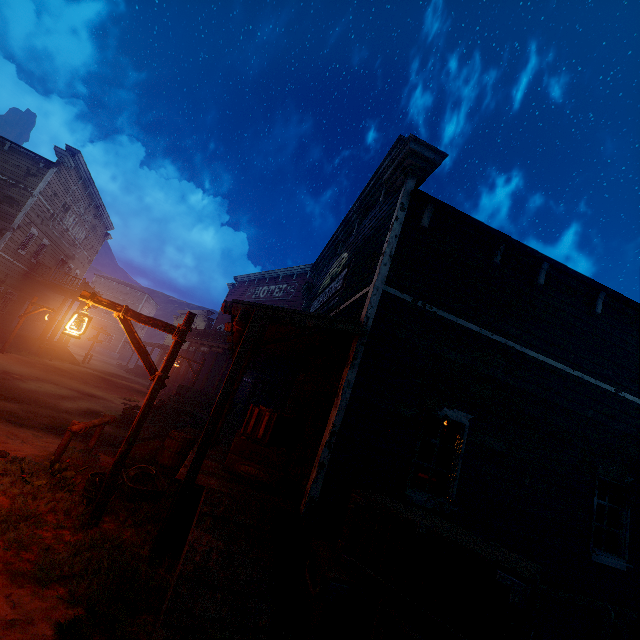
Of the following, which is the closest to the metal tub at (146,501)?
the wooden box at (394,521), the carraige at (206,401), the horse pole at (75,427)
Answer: the horse pole at (75,427)

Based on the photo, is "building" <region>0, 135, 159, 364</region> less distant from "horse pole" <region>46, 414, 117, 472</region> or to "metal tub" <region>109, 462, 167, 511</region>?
"metal tub" <region>109, 462, 167, 511</region>

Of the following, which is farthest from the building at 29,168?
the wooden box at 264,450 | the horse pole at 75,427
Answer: the horse pole at 75,427

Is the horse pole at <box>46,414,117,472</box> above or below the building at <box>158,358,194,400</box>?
below

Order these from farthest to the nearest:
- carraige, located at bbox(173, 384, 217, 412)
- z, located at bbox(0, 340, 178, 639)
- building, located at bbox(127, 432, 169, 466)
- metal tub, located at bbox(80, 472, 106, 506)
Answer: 1. carraige, located at bbox(173, 384, 217, 412)
2. building, located at bbox(127, 432, 169, 466)
3. metal tub, located at bbox(80, 472, 106, 506)
4. z, located at bbox(0, 340, 178, 639)

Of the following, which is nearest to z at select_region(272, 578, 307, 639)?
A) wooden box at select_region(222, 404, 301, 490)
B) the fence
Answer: the fence

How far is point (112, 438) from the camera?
9.11m

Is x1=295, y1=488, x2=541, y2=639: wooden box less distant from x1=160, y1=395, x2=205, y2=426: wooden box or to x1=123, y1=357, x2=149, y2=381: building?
x1=123, y1=357, x2=149, y2=381: building
